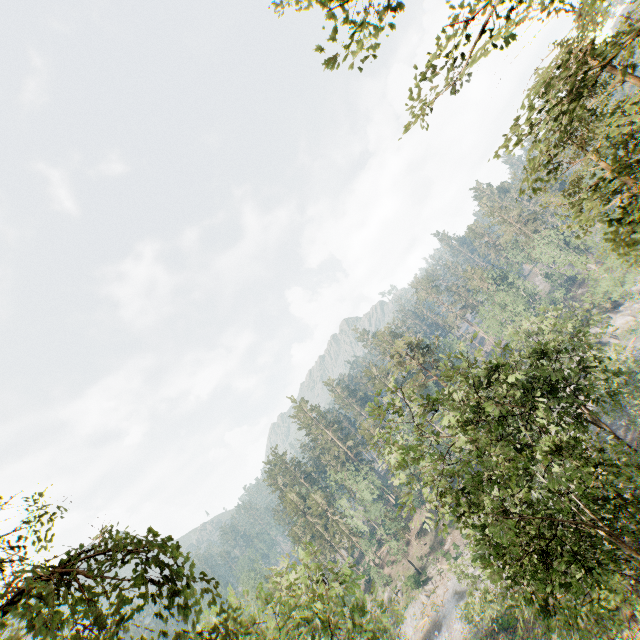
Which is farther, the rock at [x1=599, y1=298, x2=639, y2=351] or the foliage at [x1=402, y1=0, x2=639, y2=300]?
the rock at [x1=599, y1=298, x2=639, y2=351]

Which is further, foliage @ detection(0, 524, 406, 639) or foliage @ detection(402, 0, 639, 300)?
foliage @ detection(402, 0, 639, 300)

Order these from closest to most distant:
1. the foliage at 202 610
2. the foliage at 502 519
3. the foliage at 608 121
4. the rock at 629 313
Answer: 1. the foliage at 202 610
2. the foliage at 608 121
3. the foliage at 502 519
4. the rock at 629 313

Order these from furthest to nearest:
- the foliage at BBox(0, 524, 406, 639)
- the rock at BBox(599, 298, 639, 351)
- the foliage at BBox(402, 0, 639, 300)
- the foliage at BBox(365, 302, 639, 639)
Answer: the rock at BBox(599, 298, 639, 351) < the foliage at BBox(365, 302, 639, 639) < the foliage at BBox(402, 0, 639, 300) < the foliage at BBox(0, 524, 406, 639)

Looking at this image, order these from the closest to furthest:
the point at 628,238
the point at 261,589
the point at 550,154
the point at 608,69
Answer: the point at 628,238 → the point at 261,589 → the point at 550,154 → the point at 608,69

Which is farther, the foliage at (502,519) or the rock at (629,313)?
the rock at (629,313)
